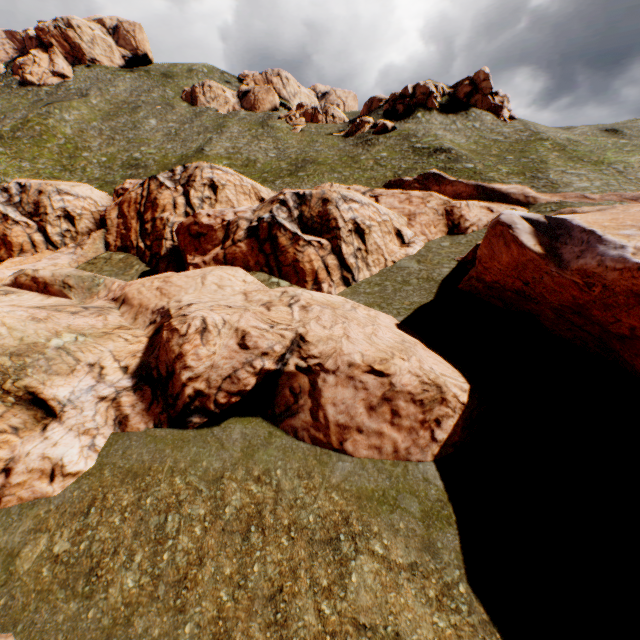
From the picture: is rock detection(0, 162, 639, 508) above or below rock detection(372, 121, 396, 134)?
below

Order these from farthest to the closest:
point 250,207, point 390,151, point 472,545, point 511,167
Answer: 1. point 390,151
2. point 511,167
3. point 250,207
4. point 472,545

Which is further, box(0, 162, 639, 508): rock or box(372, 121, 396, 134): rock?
box(372, 121, 396, 134): rock

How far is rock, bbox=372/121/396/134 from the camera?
58.03m

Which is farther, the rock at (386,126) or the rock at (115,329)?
the rock at (386,126)

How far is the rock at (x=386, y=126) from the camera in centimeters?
5803cm
